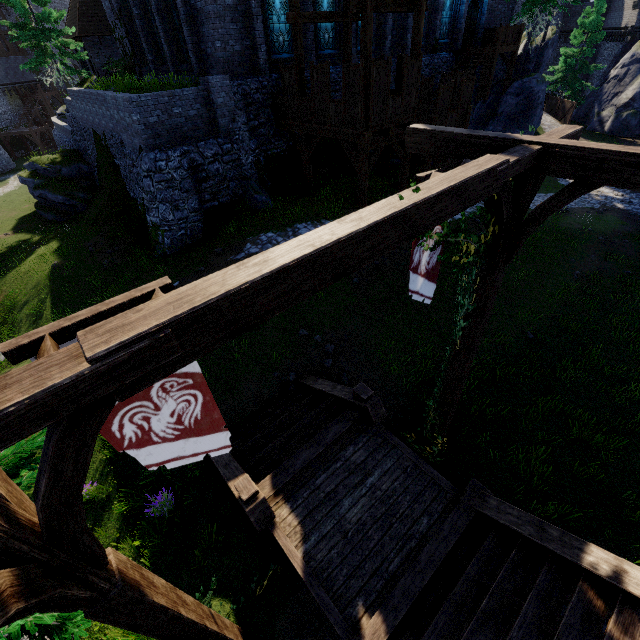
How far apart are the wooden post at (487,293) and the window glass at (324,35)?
18.2 meters

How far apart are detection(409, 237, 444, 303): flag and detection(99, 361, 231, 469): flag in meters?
2.8 m

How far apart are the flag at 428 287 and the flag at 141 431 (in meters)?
2.76

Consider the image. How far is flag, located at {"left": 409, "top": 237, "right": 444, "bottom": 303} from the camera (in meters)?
4.23

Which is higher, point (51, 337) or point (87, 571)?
point (51, 337)

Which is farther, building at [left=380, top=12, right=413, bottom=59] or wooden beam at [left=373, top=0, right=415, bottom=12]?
building at [left=380, top=12, right=413, bottom=59]

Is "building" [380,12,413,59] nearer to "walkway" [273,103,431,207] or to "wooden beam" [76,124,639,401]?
"walkway" [273,103,431,207]

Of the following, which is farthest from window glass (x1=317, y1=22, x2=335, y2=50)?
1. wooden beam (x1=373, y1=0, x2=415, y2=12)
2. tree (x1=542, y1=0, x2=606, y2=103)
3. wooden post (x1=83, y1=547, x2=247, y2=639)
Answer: tree (x1=542, y1=0, x2=606, y2=103)
